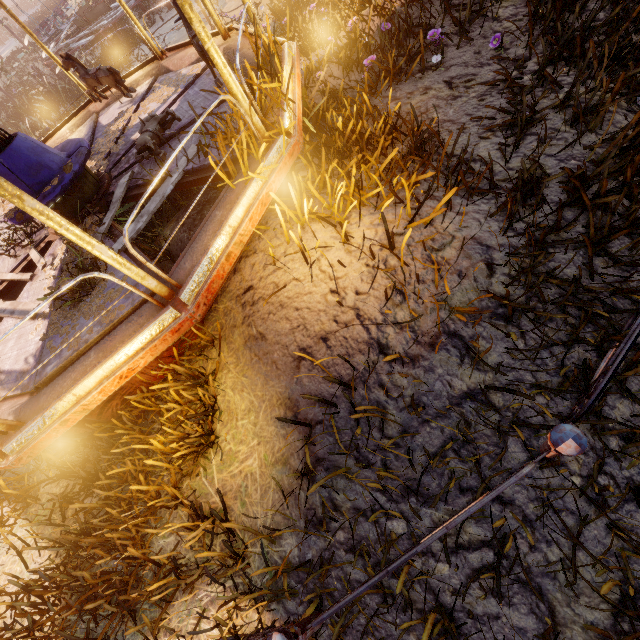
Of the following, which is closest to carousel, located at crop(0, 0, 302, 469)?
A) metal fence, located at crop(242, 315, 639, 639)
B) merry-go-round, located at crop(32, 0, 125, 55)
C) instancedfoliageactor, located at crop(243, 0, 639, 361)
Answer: instancedfoliageactor, located at crop(243, 0, 639, 361)

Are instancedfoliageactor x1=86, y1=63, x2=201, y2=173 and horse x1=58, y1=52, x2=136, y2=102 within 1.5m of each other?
yes

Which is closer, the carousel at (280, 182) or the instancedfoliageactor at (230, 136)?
the carousel at (280, 182)

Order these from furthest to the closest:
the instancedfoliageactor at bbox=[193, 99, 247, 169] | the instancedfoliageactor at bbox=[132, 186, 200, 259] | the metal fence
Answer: the instancedfoliageactor at bbox=[132, 186, 200, 259] < the instancedfoliageactor at bbox=[193, 99, 247, 169] < the metal fence

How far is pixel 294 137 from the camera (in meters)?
3.28

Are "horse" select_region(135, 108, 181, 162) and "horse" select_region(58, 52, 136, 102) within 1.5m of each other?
no

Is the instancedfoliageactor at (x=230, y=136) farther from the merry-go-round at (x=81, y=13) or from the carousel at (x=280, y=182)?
the merry-go-round at (x=81, y=13)

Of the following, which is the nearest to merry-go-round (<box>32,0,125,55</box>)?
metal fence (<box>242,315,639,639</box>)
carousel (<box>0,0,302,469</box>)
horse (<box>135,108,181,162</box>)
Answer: carousel (<box>0,0,302,469</box>)
